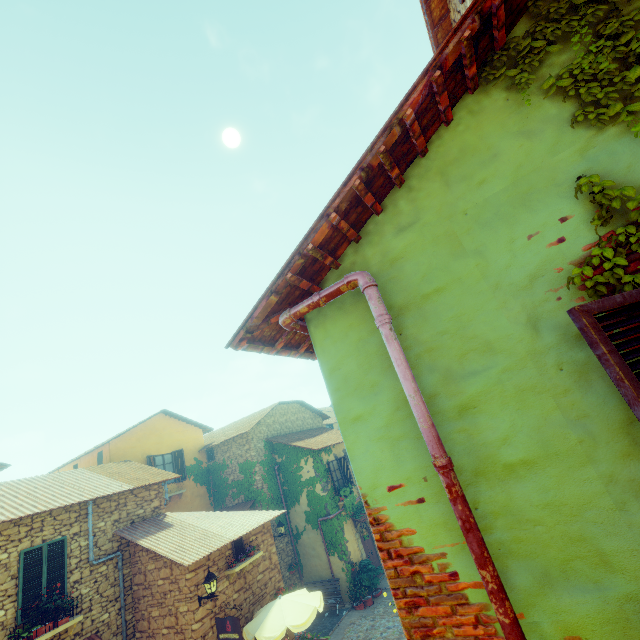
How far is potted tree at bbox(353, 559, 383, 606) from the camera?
15.12m

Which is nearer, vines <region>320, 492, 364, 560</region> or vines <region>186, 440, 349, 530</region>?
vines <region>320, 492, 364, 560</region>

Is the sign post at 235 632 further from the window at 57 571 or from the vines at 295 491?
the vines at 295 491

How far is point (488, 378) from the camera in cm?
215

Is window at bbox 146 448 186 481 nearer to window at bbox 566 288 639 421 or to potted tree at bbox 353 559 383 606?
potted tree at bbox 353 559 383 606

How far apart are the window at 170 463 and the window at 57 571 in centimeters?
654cm

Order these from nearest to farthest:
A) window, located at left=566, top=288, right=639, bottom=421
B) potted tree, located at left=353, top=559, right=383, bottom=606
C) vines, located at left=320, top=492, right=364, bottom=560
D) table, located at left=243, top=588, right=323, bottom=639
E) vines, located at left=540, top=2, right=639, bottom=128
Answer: window, located at left=566, top=288, right=639, bottom=421 < vines, located at left=540, top=2, right=639, bottom=128 < table, located at left=243, top=588, right=323, bottom=639 < potted tree, located at left=353, top=559, right=383, bottom=606 < vines, located at left=320, top=492, right=364, bottom=560

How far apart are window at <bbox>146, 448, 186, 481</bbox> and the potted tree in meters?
9.9 m
